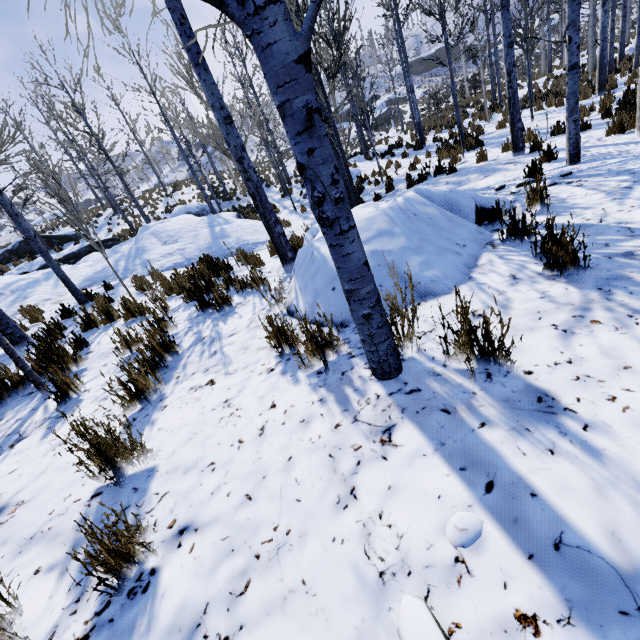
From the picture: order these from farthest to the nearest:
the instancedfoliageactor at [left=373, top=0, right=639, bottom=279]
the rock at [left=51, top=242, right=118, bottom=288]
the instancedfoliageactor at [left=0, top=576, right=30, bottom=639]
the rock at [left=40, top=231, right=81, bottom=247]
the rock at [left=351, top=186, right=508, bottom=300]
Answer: the rock at [left=40, top=231, right=81, bottom=247], the rock at [left=51, top=242, right=118, bottom=288], the instancedfoliageactor at [left=373, top=0, right=639, bottom=279], the rock at [left=351, top=186, right=508, bottom=300], the instancedfoliageactor at [left=0, top=576, right=30, bottom=639]

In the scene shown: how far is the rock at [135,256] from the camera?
10.06m

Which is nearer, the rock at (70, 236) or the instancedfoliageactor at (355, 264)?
the instancedfoliageactor at (355, 264)

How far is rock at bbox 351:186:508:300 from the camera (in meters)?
2.67

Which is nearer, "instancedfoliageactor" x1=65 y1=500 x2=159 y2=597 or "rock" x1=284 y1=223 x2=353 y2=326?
"instancedfoliageactor" x1=65 y1=500 x2=159 y2=597

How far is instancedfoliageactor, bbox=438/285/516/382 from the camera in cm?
153

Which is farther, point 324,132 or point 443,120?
point 443,120

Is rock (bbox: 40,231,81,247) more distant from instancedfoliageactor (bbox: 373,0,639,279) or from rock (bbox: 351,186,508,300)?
rock (bbox: 351,186,508,300)
